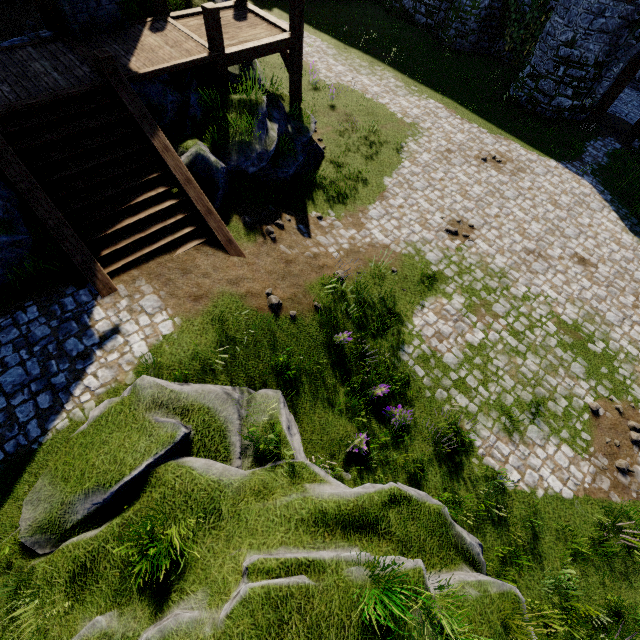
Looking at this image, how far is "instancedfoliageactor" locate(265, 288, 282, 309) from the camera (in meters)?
8.12

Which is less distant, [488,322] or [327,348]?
[327,348]

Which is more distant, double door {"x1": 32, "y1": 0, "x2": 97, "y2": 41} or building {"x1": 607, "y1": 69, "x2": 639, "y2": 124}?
building {"x1": 607, "y1": 69, "x2": 639, "y2": 124}

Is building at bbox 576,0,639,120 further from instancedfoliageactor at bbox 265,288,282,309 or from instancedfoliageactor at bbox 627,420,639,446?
instancedfoliageactor at bbox 265,288,282,309

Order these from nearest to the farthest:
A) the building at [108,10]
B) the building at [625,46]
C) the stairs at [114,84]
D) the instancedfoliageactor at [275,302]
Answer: the stairs at [114,84] → the instancedfoliageactor at [275,302] → the building at [108,10] → the building at [625,46]

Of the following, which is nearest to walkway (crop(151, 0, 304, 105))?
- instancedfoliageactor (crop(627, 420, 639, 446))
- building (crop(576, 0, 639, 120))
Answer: instancedfoliageactor (crop(627, 420, 639, 446))

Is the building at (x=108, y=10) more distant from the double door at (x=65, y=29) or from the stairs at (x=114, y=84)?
the stairs at (x=114, y=84)

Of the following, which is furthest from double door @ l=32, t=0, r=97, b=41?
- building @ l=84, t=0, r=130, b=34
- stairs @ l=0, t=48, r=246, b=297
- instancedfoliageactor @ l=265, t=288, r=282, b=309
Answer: instancedfoliageactor @ l=265, t=288, r=282, b=309
